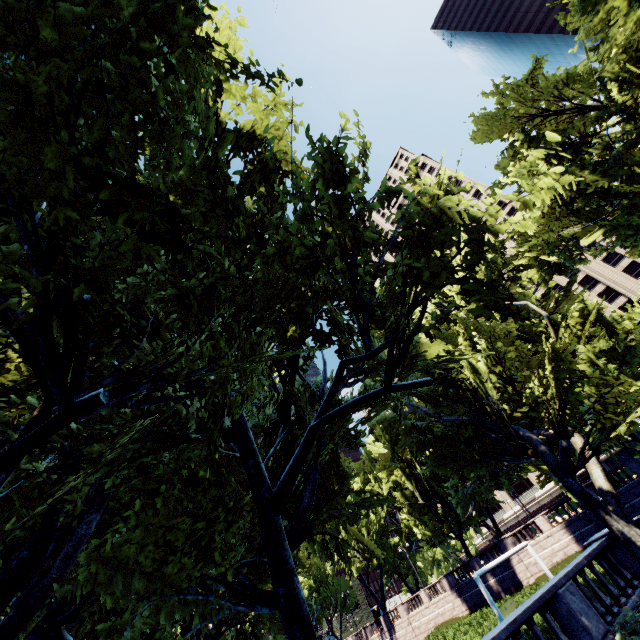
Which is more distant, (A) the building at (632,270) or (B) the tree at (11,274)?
(A) the building at (632,270)

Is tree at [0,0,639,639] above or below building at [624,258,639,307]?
below

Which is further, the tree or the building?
the building

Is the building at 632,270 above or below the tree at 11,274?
above

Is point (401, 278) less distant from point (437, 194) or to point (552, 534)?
point (437, 194)
